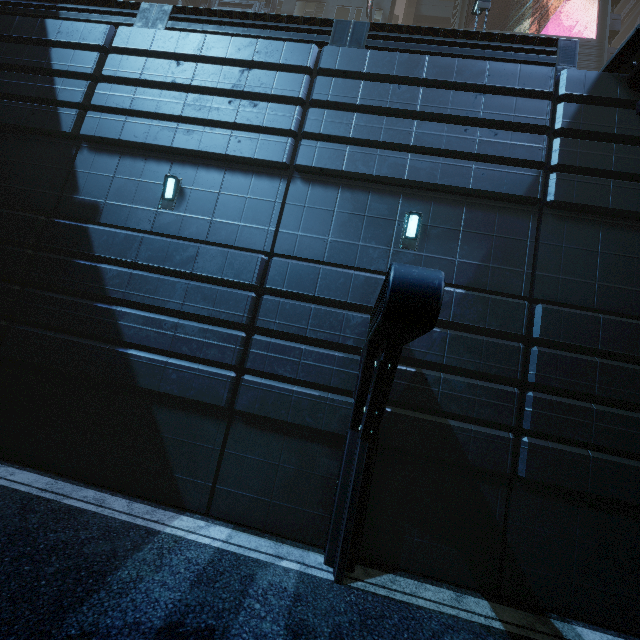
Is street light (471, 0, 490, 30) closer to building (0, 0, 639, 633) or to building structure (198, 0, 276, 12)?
building (0, 0, 639, 633)

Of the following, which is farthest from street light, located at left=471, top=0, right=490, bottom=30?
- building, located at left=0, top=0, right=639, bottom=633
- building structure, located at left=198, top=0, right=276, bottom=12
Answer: building structure, located at left=198, top=0, right=276, bottom=12

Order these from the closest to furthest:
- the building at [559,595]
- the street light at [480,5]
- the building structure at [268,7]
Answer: the building at [559,595], the street light at [480,5], the building structure at [268,7]

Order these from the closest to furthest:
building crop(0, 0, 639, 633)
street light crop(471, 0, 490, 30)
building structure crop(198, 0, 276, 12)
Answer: building crop(0, 0, 639, 633), street light crop(471, 0, 490, 30), building structure crop(198, 0, 276, 12)

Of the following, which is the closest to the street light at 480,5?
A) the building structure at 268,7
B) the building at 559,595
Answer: the building at 559,595

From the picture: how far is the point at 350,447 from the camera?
6.38m
